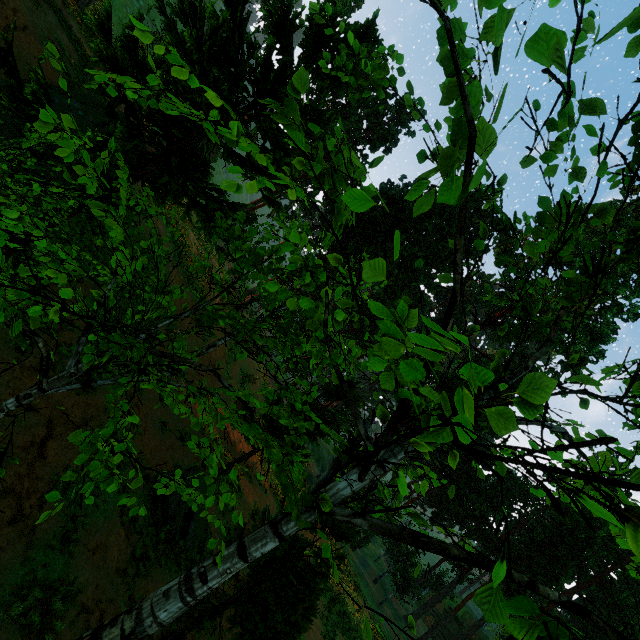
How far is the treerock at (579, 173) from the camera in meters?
3.5 m

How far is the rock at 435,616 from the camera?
54.0m

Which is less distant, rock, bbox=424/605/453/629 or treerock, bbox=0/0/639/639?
treerock, bbox=0/0/639/639

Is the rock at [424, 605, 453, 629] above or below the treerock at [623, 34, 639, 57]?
below

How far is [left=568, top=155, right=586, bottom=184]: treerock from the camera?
3.5 meters

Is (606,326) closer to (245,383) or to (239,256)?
(245,383)

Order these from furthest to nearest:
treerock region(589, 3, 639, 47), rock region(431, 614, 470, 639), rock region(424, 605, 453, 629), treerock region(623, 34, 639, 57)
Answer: rock region(424, 605, 453, 629)
rock region(431, 614, 470, 639)
treerock region(623, 34, 639, 57)
treerock region(589, 3, 639, 47)
